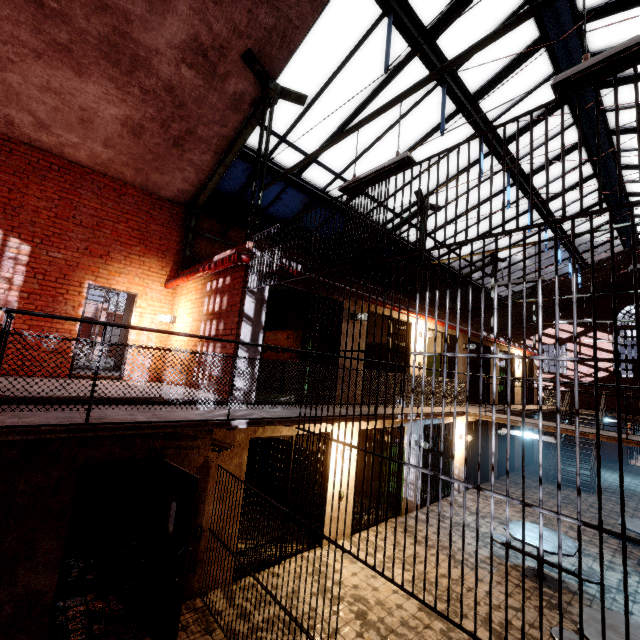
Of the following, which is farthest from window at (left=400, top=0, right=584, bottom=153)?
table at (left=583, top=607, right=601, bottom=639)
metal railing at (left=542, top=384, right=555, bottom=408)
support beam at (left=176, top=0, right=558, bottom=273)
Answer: table at (left=583, top=607, right=601, bottom=639)

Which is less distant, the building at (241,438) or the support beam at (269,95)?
the support beam at (269,95)

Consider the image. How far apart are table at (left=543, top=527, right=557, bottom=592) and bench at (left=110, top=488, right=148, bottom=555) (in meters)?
7.68

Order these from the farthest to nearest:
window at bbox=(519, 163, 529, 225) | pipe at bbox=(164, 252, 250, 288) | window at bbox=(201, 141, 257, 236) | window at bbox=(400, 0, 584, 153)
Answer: window at bbox=(519, 163, 529, 225) → window at bbox=(201, 141, 257, 236) → window at bbox=(400, 0, 584, 153) → pipe at bbox=(164, 252, 250, 288)

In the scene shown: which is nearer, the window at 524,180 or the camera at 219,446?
the camera at 219,446

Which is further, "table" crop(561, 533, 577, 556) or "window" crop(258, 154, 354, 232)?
"window" crop(258, 154, 354, 232)

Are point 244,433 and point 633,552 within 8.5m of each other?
no
